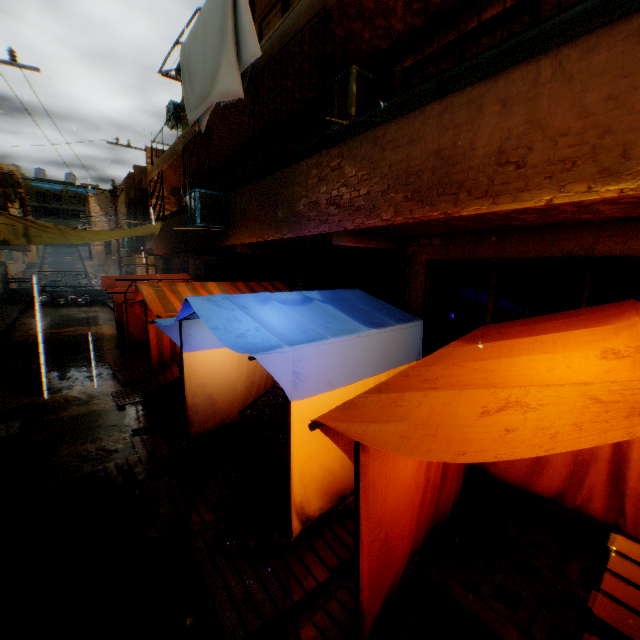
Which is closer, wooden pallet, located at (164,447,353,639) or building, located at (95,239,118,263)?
→ wooden pallet, located at (164,447,353,639)

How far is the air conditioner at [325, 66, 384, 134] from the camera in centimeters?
521cm

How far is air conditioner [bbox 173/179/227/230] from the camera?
7.2 meters

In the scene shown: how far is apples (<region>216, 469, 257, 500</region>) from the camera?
4.0 meters

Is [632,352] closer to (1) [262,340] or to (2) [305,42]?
→ (1) [262,340]

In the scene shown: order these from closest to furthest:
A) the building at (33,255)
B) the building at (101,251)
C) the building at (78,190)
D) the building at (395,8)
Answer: the building at (395,8), the building at (33,255), the building at (78,190), the building at (101,251)

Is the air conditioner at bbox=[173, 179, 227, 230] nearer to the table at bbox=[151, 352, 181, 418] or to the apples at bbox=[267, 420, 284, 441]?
the table at bbox=[151, 352, 181, 418]

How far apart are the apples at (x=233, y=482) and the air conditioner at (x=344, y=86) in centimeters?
535cm
